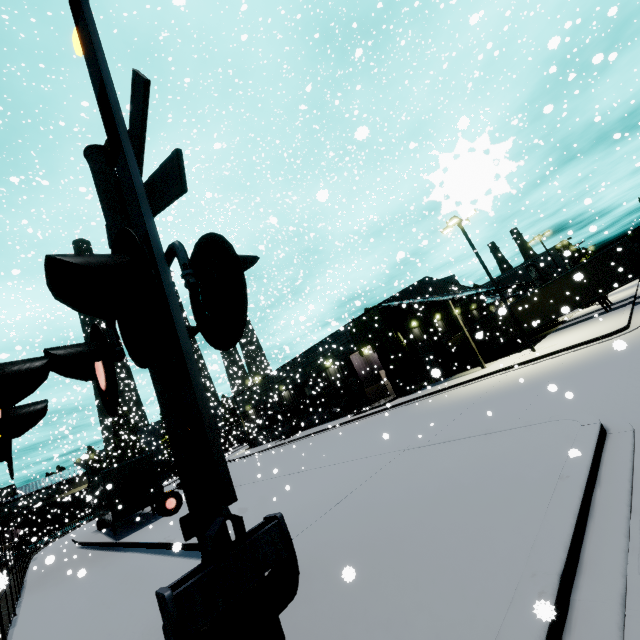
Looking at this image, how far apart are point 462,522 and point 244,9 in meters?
8.1

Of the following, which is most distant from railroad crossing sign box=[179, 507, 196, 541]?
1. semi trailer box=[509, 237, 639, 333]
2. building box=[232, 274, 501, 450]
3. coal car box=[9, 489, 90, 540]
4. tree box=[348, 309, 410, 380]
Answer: coal car box=[9, 489, 90, 540]

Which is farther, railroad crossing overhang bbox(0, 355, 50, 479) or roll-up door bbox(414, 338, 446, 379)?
roll-up door bbox(414, 338, 446, 379)

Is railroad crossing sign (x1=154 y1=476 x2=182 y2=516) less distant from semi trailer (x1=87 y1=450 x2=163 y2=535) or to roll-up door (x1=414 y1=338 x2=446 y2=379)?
semi trailer (x1=87 y1=450 x2=163 y2=535)

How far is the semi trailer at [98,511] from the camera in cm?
1742

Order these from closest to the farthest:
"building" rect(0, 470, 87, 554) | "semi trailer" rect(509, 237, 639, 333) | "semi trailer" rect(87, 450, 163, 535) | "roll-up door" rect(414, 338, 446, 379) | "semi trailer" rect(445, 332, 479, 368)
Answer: "roll-up door" rect(414, 338, 446, 379), "semi trailer" rect(87, 450, 163, 535), "semi trailer" rect(509, 237, 639, 333), "semi trailer" rect(445, 332, 479, 368), "building" rect(0, 470, 87, 554)

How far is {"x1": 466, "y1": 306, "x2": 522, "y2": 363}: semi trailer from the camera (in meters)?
27.69

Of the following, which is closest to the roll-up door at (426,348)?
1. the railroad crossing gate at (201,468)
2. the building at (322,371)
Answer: the building at (322,371)
